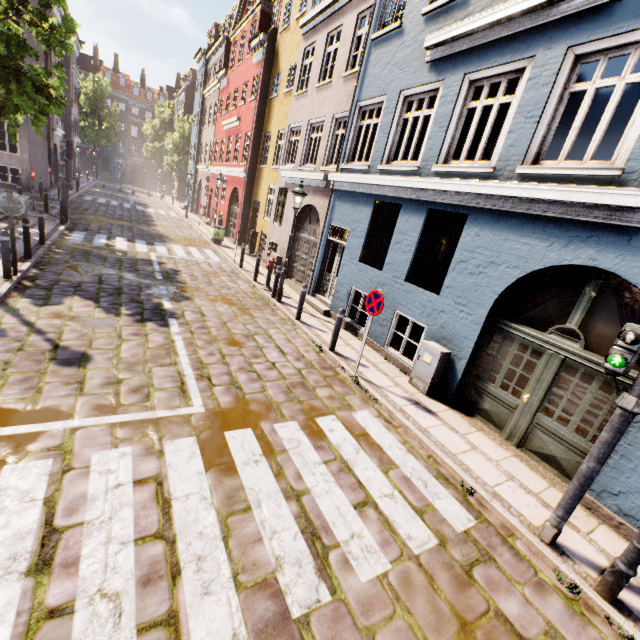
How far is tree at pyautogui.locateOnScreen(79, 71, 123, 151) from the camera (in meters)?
→ 43.50

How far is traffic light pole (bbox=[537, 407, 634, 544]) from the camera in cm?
346

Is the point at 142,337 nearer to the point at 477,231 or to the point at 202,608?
the point at 202,608

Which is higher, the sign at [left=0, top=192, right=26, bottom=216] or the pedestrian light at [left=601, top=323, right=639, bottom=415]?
the pedestrian light at [left=601, top=323, right=639, bottom=415]

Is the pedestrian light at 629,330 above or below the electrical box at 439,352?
above

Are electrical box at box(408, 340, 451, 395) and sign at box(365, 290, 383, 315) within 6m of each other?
yes

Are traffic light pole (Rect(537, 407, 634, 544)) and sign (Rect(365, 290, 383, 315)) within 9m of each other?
yes

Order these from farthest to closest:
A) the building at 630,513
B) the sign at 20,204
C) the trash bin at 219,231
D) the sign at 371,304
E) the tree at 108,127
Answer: the tree at 108,127
the trash bin at 219,231
the sign at 20,204
the sign at 371,304
the building at 630,513
